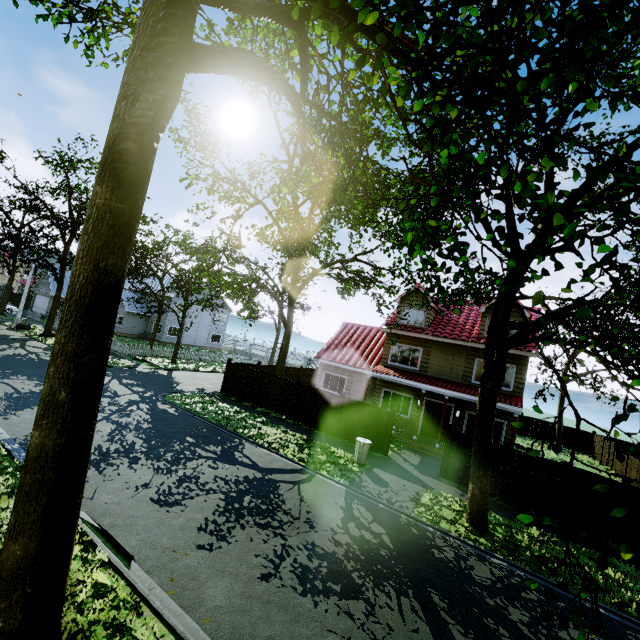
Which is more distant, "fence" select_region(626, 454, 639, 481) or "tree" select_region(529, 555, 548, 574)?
"fence" select_region(626, 454, 639, 481)

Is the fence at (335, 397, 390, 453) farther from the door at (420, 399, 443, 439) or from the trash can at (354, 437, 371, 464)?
the door at (420, 399, 443, 439)

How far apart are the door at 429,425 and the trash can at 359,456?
6.88m

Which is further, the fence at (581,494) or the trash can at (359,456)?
the trash can at (359,456)

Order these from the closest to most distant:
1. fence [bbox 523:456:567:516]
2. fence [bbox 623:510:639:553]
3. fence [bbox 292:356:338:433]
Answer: fence [bbox 623:510:639:553] → fence [bbox 523:456:567:516] → fence [bbox 292:356:338:433]

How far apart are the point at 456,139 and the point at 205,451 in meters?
11.7

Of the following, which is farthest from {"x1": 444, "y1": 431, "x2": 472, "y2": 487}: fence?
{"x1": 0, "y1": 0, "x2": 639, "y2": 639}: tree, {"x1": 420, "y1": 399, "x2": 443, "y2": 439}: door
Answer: {"x1": 420, "y1": 399, "x2": 443, "y2": 439}: door

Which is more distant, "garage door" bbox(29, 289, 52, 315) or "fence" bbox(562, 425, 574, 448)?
"garage door" bbox(29, 289, 52, 315)
